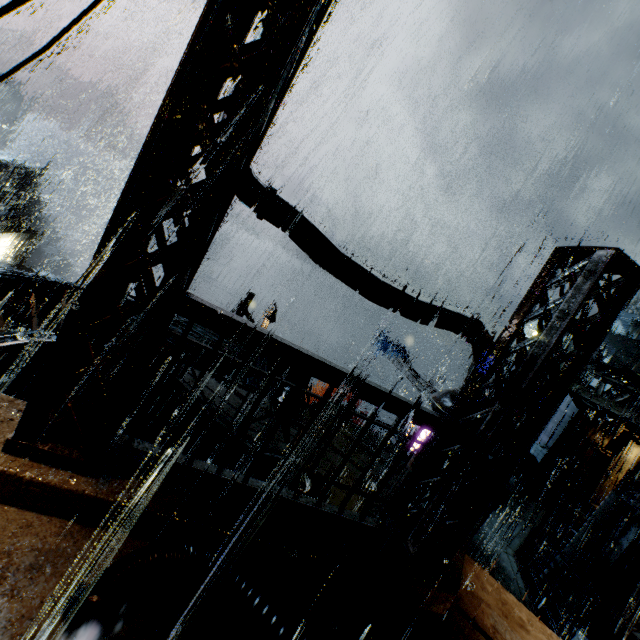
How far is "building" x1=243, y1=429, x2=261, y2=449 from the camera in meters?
10.8 m

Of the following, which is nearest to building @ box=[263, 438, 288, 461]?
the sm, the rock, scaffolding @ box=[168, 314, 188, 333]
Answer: the sm

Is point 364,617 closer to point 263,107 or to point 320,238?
point 320,238

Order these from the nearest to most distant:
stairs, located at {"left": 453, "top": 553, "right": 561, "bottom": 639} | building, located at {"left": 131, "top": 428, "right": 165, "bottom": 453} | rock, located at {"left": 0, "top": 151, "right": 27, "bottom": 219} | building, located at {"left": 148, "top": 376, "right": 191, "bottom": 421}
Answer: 1. building, located at {"left": 131, "top": 428, "right": 165, "bottom": 453}
2. stairs, located at {"left": 453, "top": 553, "right": 561, "bottom": 639}
3. building, located at {"left": 148, "top": 376, "right": 191, "bottom": 421}
4. rock, located at {"left": 0, "top": 151, "right": 27, "bottom": 219}

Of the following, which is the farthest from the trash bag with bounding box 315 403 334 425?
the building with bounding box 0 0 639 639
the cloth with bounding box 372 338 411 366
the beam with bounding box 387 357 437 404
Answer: the cloth with bounding box 372 338 411 366

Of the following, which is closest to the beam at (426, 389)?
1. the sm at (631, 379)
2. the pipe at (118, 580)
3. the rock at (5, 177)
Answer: the sm at (631, 379)

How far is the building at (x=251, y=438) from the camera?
10.8 meters

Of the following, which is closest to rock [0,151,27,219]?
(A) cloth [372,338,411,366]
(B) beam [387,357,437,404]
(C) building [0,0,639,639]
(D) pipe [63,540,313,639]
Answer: (C) building [0,0,639,639]
